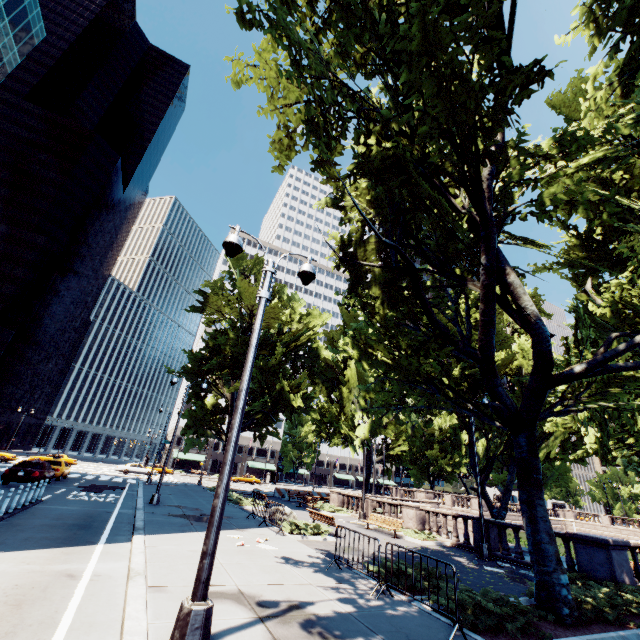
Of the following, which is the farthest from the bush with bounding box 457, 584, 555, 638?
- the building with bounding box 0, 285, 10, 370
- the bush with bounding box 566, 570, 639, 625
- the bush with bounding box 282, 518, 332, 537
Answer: the building with bounding box 0, 285, 10, 370

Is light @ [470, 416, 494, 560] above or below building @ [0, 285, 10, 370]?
below

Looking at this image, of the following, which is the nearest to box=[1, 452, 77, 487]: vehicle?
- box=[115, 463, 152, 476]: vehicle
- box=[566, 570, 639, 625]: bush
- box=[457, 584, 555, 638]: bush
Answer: box=[115, 463, 152, 476]: vehicle

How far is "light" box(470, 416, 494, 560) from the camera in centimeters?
1457cm

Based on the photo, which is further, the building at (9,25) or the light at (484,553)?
the building at (9,25)

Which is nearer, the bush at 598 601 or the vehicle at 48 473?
the bush at 598 601

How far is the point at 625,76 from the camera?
9.9 meters

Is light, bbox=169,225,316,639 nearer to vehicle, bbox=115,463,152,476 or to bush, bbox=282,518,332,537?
bush, bbox=282,518,332,537
